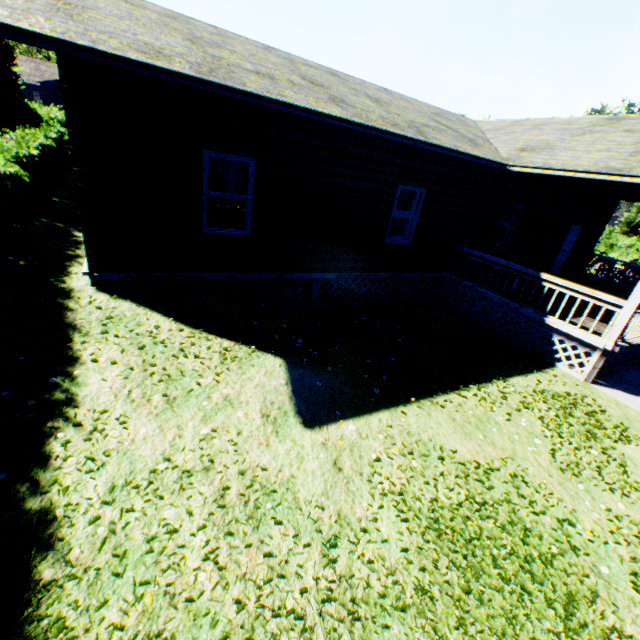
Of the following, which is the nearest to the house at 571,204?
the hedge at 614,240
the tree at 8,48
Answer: the tree at 8,48

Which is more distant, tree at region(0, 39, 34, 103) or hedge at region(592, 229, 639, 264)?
tree at region(0, 39, 34, 103)

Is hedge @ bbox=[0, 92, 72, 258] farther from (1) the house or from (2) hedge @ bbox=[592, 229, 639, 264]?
(2) hedge @ bbox=[592, 229, 639, 264]

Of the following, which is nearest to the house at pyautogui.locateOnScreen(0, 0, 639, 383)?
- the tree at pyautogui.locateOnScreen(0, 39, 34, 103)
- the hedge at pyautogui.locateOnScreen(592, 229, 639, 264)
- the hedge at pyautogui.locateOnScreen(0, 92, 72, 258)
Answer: the hedge at pyautogui.locateOnScreen(0, 92, 72, 258)

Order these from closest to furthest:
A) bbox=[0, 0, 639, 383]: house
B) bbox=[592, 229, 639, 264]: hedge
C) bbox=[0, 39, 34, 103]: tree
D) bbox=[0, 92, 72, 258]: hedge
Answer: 1. bbox=[0, 0, 639, 383]: house
2. bbox=[0, 92, 72, 258]: hedge
3. bbox=[592, 229, 639, 264]: hedge
4. bbox=[0, 39, 34, 103]: tree

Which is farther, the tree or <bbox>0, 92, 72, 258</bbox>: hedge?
the tree

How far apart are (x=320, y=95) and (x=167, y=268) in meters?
4.9 m

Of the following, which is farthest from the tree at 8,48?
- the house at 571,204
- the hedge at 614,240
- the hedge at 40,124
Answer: the hedge at 614,240
